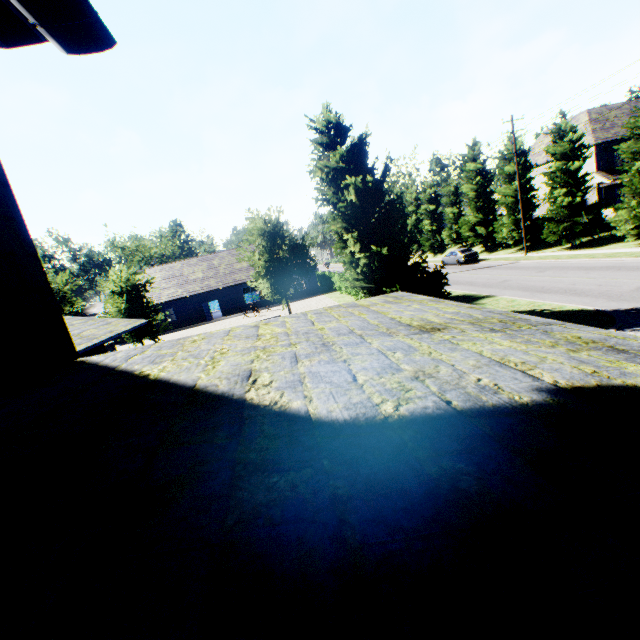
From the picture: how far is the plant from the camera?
12.94m

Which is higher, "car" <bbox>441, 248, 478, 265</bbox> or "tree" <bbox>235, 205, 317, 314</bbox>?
"tree" <bbox>235, 205, 317, 314</bbox>

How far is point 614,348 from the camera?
2.69m

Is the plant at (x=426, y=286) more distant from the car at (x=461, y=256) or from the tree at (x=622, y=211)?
the car at (x=461, y=256)

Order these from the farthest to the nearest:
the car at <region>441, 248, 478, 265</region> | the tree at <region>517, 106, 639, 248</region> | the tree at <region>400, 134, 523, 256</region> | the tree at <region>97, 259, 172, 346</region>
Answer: the car at <region>441, 248, 478, 265</region>
the tree at <region>400, 134, 523, 256</region>
the tree at <region>517, 106, 639, 248</region>
the tree at <region>97, 259, 172, 346</region>

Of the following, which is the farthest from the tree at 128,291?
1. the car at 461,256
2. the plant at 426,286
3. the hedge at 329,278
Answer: the hedge at 329,278

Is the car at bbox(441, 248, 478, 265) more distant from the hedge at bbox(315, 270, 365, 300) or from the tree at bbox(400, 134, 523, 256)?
the hedge at bbox(315, 270, 365, 300)

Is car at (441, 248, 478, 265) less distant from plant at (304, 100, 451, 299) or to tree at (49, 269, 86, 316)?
tree at (49, 269, 86, 316)
